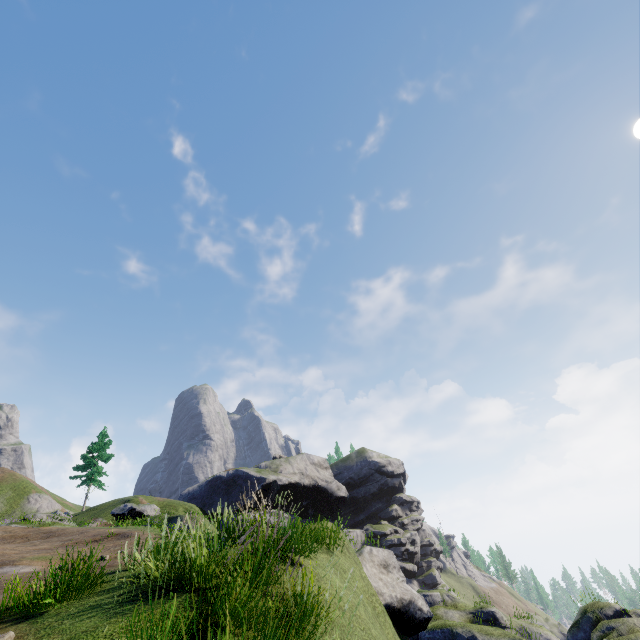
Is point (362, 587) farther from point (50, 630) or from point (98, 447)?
point (98, 447)

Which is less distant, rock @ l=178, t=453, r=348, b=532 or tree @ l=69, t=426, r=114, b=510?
tree @ l=69, t=426, r=114, b=510

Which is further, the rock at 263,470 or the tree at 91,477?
the rock at 263,470

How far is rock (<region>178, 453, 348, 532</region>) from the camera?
46.59m

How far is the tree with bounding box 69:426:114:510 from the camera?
39.03m

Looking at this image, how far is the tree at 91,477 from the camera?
39.0m
